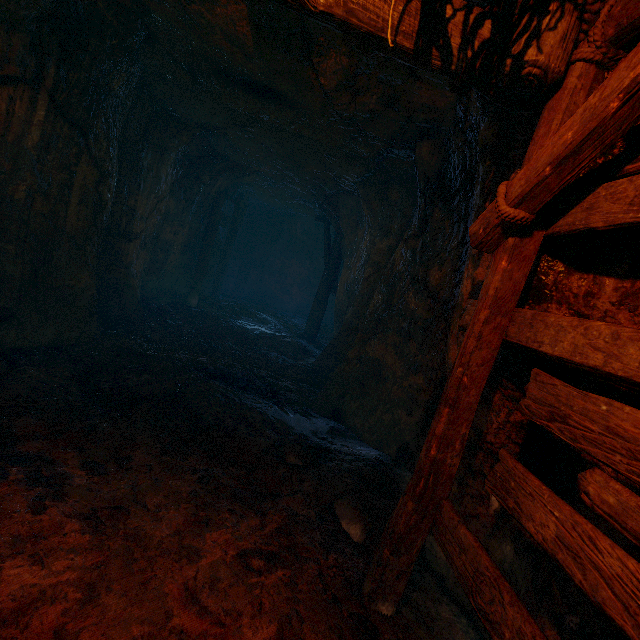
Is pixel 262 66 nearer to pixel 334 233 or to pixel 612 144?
pixel 612 144

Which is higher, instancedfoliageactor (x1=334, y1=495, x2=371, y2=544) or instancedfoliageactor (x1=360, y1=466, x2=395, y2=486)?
instancedfoliageactor (x1=360, y1=466, x2=395, y2=486)

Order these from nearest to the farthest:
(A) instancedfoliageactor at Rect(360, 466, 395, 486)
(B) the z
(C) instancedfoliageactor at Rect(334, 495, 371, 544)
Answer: (B) the z < (C) instancedfoliageactor at Rect(334, 495, 371, 544) < (A) instancedfoliageactor at Rect(360, 466, 395, 486)

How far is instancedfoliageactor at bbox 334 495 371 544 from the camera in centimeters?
300cm

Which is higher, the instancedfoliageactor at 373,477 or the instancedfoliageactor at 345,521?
the instancedfoliageactor at 373,477

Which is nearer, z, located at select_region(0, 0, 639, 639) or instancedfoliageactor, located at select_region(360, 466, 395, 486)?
z, located at select_region(0, 0, 639, 639)

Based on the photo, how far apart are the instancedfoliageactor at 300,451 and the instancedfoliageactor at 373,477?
0.5 meters

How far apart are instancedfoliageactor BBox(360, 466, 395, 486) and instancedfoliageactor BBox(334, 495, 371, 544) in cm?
36
